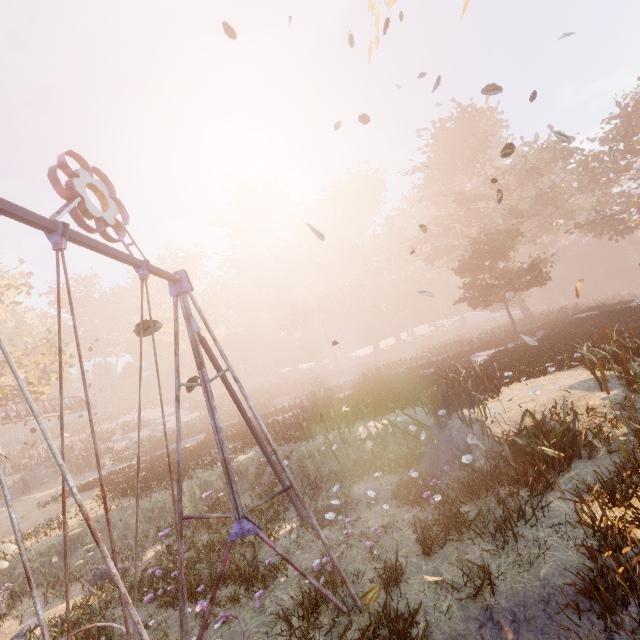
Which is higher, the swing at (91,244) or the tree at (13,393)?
the tree at (13,393)

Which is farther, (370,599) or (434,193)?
(434,193)

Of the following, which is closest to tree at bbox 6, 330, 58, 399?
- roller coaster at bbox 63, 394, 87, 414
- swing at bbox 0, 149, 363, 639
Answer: roller coaster at bbox 63, 394, 87, 414

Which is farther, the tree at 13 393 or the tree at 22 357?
the tree at 22 357

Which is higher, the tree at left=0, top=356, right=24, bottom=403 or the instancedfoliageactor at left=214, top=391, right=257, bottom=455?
the tree at left=0, top=356, right=24, bottom=403

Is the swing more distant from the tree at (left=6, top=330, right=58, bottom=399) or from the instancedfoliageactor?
the tree at (left=6, top=330, right=58, bottom=399)

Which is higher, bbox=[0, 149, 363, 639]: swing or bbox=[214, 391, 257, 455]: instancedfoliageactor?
bbox=[0, 149, 363, 639]: swing

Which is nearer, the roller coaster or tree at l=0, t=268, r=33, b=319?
tree at l=0, t=268, r=33, b=319
